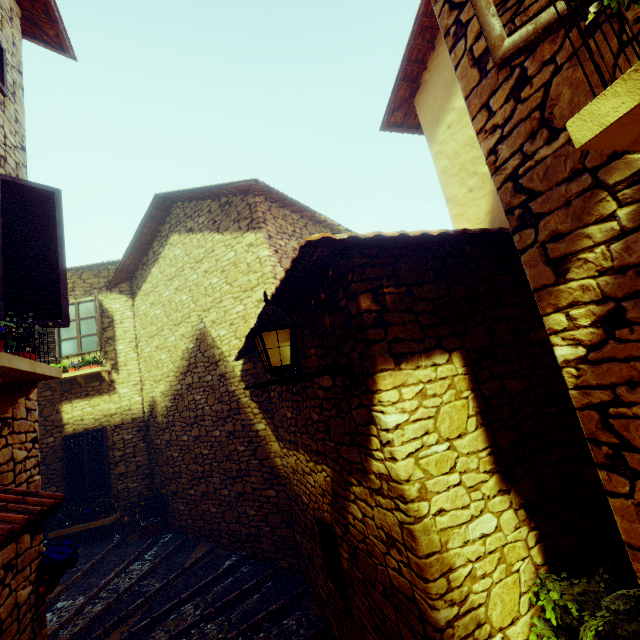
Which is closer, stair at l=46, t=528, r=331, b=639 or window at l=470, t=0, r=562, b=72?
window at l=470, t=0, r=562, b=72

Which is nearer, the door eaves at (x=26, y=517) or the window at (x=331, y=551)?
the door eaves at (x=26, y=517)

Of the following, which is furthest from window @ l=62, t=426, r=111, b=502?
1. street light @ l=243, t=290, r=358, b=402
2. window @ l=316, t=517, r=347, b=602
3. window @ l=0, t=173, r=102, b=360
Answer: street light @ l=243, t=290, r=358, b=402

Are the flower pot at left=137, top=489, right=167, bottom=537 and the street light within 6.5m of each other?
no

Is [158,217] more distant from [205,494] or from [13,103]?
[205,494]

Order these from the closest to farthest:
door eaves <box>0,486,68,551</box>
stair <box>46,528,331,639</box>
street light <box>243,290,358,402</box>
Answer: door eaves <box>0,486,68,551</box> → street light <box>243,290,358,402</box> → stair <box>46,528,331,639</box>

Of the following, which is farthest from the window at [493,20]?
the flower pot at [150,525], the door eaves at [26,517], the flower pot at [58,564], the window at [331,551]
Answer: the flower pot at [150,525]

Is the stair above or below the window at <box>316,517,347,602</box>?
below
